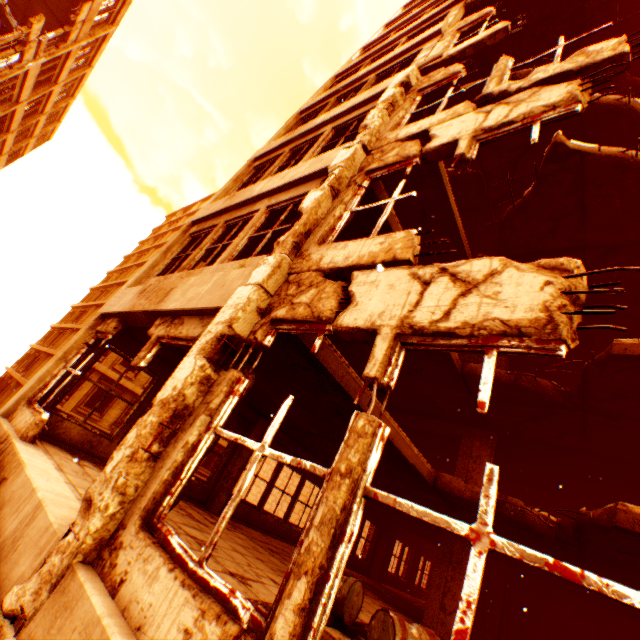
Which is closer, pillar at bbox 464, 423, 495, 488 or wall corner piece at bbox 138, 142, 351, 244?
wall corner piece at bbox 138, 142, 351, 244

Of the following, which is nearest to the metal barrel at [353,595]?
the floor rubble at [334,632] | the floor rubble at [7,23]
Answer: the floor rubble at [334,632]

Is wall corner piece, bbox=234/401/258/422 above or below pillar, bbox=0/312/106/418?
above

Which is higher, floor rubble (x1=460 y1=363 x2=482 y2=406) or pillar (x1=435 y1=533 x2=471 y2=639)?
floor rubble (x1=460 y1=363 x2=482 y2=406)

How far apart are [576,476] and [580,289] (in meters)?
12.37

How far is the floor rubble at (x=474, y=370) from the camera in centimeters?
846cm

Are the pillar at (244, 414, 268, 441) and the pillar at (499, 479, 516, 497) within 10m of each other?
no

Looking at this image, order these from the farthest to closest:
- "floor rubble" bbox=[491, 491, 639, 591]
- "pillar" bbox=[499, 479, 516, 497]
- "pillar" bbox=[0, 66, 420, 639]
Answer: "pillar" bbox=[499, 479, 516, 497], "floor rubble" bbox=[491, 491, 639, 591], "pillar" bbox=[0, 66, 420, 639]
